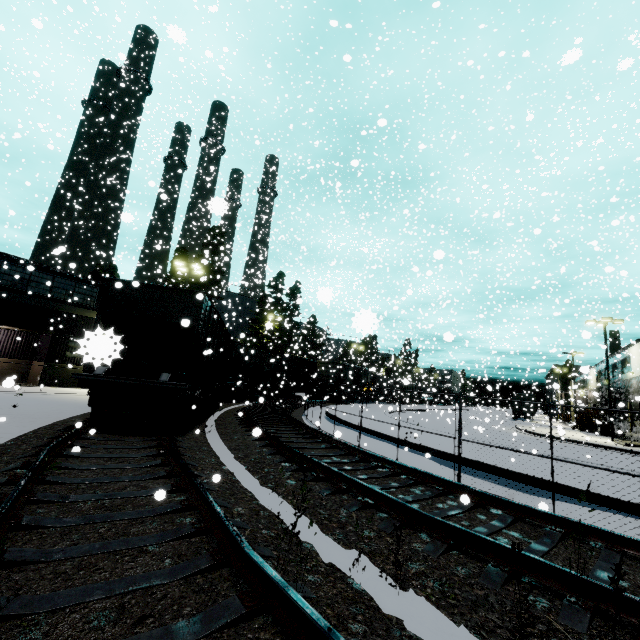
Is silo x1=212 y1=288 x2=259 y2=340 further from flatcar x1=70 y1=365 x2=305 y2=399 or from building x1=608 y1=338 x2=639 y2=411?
flatcar x1=70 y1=365 x2=305 y2=399

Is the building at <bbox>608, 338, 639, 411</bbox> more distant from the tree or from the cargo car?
the tree

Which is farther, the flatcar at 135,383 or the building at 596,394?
the building at 596,394

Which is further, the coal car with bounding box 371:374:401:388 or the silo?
the coal car with bounding box 371:374:401:388

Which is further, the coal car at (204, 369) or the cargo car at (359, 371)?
the cargo car at (359, 371)

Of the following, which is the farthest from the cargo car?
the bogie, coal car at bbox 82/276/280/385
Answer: the bogie

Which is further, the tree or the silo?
the silo

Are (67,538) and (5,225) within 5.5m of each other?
no
